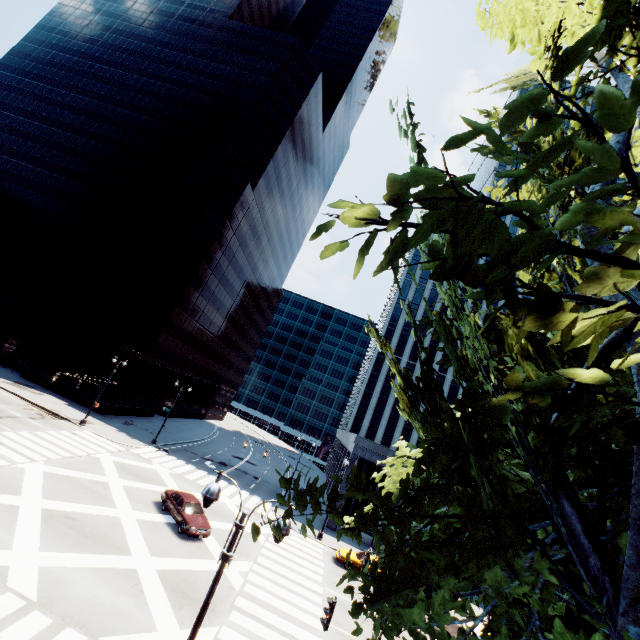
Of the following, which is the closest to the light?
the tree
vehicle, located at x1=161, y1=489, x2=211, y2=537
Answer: the tree

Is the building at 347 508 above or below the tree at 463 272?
below

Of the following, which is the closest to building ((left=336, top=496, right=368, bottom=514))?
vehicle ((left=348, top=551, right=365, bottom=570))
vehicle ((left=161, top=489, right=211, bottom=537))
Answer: vehicle ((left=348, top=551, right=365, bottom=570))

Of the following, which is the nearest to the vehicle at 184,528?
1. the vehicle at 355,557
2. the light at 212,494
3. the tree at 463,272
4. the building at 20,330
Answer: the vehicle at 355,557

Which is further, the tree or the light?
the light

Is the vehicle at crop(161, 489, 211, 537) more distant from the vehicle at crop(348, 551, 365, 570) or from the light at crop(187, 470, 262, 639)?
the light at crop(187, 470, 262, 639)

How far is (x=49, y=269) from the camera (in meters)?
46.28

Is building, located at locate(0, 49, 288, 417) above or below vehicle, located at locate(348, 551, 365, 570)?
above
